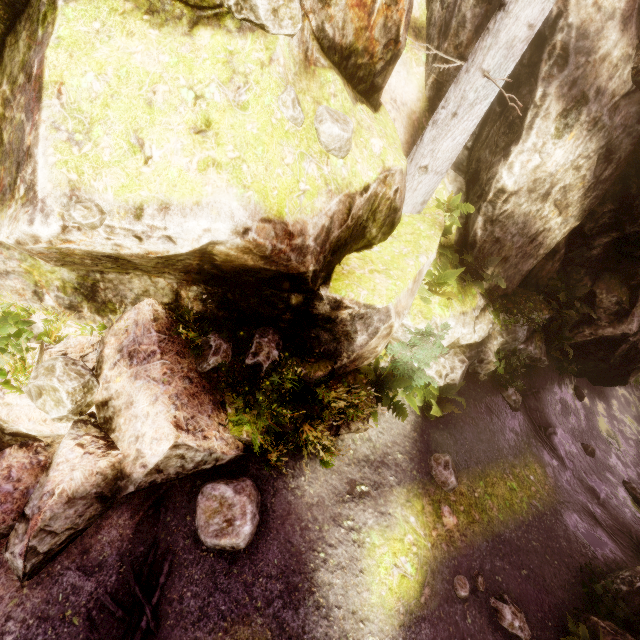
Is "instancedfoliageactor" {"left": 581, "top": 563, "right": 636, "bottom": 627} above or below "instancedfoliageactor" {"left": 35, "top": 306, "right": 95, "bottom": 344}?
below

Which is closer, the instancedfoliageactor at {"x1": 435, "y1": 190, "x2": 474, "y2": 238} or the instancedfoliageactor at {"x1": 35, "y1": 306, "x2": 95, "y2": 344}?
the instancedfoliageactor at {"x1": 35, "y1": 306, "x2": 95, "y2": 344}

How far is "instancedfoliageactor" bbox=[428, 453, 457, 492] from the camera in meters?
7.1

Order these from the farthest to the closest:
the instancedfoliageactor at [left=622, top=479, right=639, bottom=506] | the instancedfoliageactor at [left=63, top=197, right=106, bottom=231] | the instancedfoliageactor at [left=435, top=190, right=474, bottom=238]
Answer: the instancedfoliageactor at [left=622, top=479, right=639, bottom=506]
the instancedfoliageactor at [left=435, top=190, right=474, bottom=238]
the instancedfoliageactor at [left=63, top=197, right=106, bottom=231]

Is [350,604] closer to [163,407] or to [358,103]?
[163,407]

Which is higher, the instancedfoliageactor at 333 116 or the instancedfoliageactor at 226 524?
the instancedfoliageactor at 333 116

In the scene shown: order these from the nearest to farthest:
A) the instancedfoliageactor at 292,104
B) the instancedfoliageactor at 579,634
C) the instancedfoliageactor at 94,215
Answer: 1. the instancedfoliageactor at 94,215
2. the instancedfoliageactor at 292,104
3. the instancedfoliageactor at 579,634
